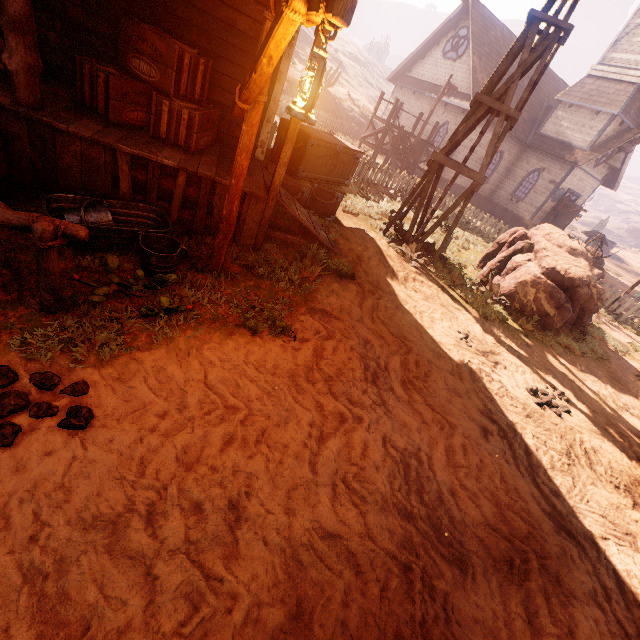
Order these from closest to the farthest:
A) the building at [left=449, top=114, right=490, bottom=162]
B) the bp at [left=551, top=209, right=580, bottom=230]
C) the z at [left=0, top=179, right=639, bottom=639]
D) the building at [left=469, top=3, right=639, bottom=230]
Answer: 1. the z at [left=0, top=179, right=639, bottom=639]
2. the building at [left=469, top=3, right=639, bottom=230]
3. the building at [left=449, top=114, right=490, bottom=162]
4. the bp at [left=551, top=209, right=580, bottom=230]

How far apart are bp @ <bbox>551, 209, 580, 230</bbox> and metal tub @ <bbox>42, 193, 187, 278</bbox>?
25.84m

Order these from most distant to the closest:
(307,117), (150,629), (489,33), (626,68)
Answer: (489,33) → (626,68) → (307,117) → (150,629)

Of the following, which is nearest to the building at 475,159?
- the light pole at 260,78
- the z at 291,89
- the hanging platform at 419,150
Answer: the z at 291,89

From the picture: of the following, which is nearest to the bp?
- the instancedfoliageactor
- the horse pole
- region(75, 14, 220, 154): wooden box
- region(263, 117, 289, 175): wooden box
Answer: the instancedfoliageactor

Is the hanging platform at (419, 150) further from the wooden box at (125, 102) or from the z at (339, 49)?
the wooden box at (125, 102)

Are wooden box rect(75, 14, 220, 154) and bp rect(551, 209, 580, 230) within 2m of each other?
no

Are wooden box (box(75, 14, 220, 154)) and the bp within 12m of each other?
no
